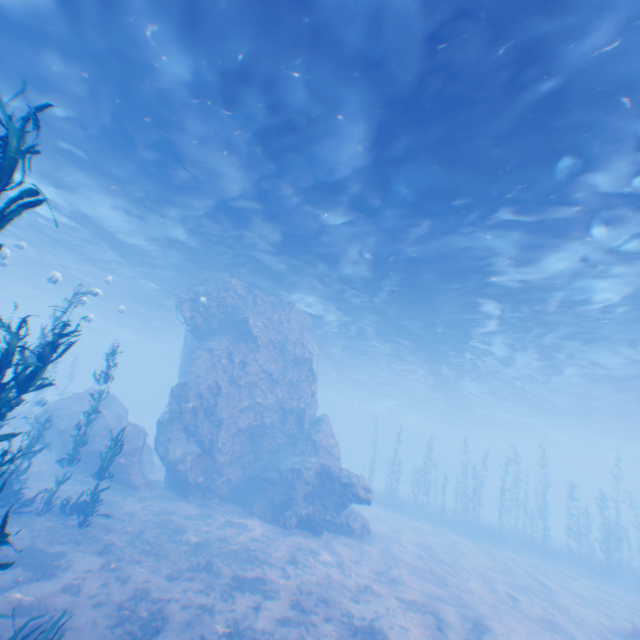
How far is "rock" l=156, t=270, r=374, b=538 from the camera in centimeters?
Answer: 1597cm

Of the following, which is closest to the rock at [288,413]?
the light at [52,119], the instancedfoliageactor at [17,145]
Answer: the light at [52,119]

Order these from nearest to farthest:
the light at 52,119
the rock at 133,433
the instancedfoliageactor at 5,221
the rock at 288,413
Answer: the instancedfoliageactor at 5,221, the light at 52,119, the rock at 133,433, the rock at 288,413

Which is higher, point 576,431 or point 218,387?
point 576,431

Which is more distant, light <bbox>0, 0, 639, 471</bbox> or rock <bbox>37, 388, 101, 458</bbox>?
rock <bbox>37, 388, 101, 458</bbox>

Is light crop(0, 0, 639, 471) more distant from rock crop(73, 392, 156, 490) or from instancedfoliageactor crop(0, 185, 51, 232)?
instancedfoliageactor crop(0, 185, 51, 232)
